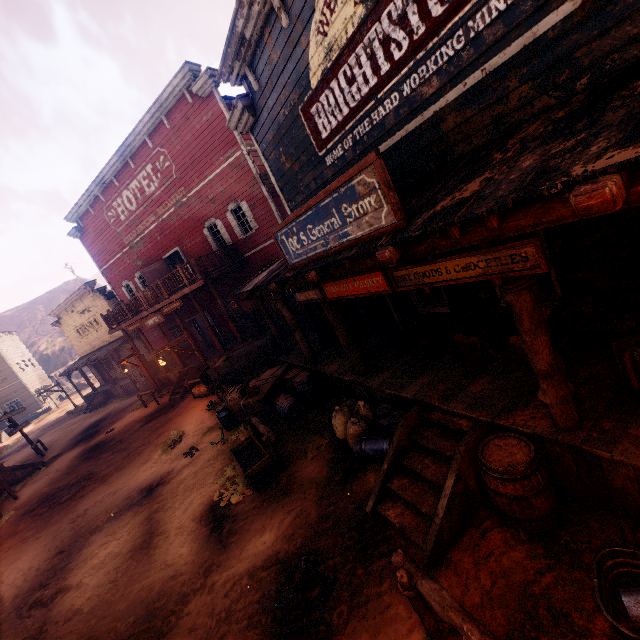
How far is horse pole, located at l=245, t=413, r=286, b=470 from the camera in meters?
6.9 m

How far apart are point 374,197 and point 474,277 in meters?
1.5

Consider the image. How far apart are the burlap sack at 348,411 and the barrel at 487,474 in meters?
2.6

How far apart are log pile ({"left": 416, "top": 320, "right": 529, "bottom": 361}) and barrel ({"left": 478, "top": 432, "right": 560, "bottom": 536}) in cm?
149

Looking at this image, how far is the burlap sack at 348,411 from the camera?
6.51m

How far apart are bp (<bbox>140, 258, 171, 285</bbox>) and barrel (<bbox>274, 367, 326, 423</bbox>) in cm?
1297

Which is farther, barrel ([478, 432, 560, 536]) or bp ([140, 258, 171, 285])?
bp ([140, 258, 171, 285])

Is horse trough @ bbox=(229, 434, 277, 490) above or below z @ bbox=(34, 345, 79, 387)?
below
